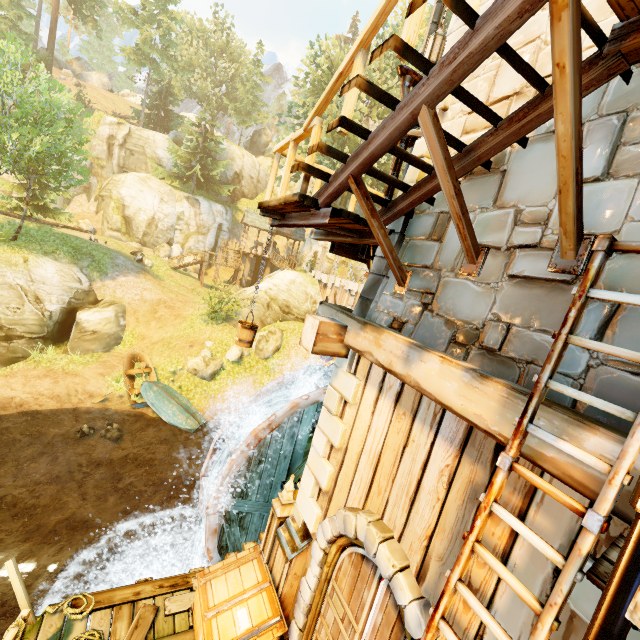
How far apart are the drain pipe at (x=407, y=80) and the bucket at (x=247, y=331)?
2.81m

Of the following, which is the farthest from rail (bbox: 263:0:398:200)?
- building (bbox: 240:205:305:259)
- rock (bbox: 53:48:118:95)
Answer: rock (bbox: 53:48:118:95)

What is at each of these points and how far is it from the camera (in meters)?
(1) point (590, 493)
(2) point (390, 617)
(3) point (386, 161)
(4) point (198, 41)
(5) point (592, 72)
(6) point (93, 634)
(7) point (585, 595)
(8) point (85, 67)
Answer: (1) tower, 2.06
(2) door, 3.56
(3) tree, 34.22
(4) tree, 50.22
(5) stairs, 2.38
(6) rope, 4.96
(7) tower, 2.12
(8) rock, 56.66

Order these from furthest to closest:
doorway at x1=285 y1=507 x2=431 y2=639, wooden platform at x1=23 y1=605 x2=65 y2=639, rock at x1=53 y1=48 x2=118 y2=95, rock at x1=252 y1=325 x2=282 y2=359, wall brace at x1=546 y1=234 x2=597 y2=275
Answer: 1. rock at x1=53 y1=48 x2=118 y2=95
2. rock at x1=252 y1=325 x2=282 y2=359
3. wooden platform at x1=23 y1=605 x2=65 y2=639
4. doorway at x1=285 y1=507 x2=431 y2=639
5. wall brace at x1=546 y1=234 x2=597 y2=275

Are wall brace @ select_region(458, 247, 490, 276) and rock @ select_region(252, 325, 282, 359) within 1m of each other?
no

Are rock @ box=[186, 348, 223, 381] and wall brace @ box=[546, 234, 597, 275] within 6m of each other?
no

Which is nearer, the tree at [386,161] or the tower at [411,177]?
the tower at [411,177]

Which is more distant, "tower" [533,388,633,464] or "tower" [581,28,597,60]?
"tower" [581,28,597,60]
